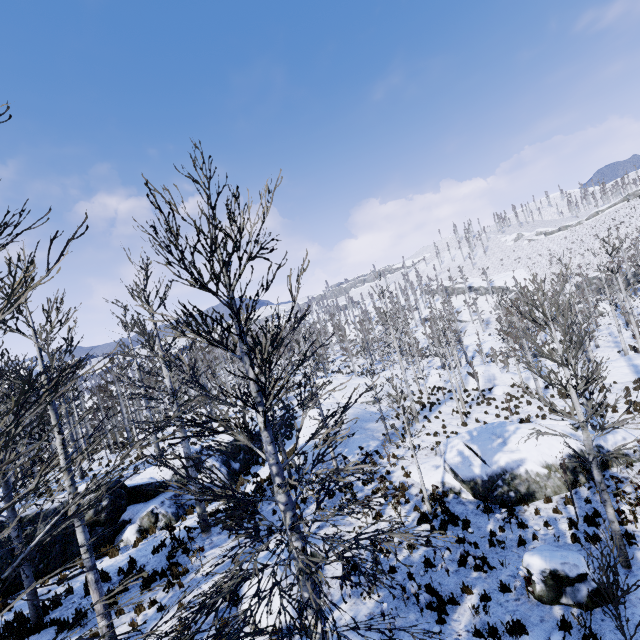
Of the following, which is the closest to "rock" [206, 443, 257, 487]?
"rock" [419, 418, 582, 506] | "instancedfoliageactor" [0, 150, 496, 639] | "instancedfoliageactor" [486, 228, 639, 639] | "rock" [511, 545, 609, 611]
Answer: "instancedfoliageactor" [486, 228, 639, 639]

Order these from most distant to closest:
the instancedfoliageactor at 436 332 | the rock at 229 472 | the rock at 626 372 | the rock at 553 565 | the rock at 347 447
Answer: the rock at 626 372 → the instancedfoliageactor at 436 332 → the rock at 347 447 → the rock at 229 472 → the rock at 553 565

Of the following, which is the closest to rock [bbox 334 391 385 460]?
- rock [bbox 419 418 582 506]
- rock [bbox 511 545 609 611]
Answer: rock [bbox 419 418 582 506]

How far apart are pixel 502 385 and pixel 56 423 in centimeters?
3137cm

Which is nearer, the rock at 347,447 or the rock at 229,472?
the rock at 229,472

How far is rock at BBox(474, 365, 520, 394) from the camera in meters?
27.4

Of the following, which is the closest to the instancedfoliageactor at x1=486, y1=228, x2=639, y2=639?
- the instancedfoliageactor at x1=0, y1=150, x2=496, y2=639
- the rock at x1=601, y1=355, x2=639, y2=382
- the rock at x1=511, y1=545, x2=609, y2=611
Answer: the rock at x1=601, y1=355, x2=639, y2=382

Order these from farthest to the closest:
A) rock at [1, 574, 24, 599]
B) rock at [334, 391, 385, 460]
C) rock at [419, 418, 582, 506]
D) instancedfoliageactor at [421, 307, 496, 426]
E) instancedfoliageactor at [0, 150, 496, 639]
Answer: instancedfoliageactor at [421, 307, 496, 426]
rock at [334, 391, 385, 460]
rock at [419, 418, 582, 506]
rock at [1, 574, 24, 599]
instancedfoliageactor at [0, 150, 496, 639]
